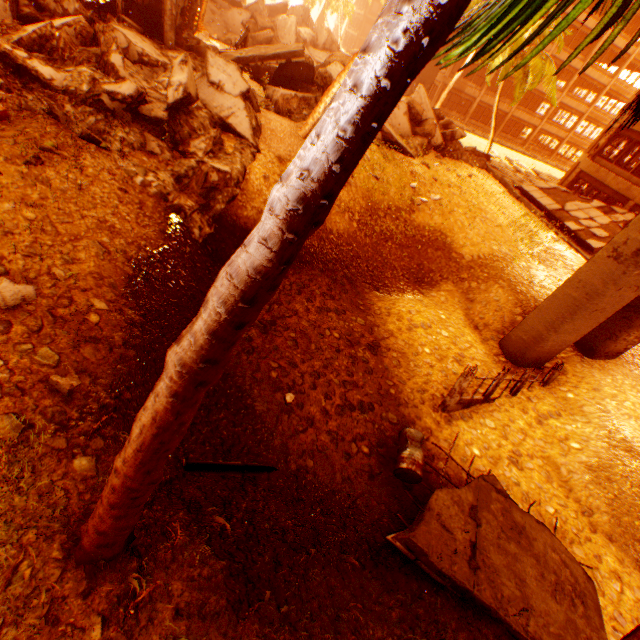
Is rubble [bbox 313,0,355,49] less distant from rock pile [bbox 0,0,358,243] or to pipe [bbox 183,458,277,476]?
rock pile [bbox 0,0,358,243]

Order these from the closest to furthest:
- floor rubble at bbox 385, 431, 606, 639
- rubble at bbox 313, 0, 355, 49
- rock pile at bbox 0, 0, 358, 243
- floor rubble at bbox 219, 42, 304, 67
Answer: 1. floor rubble at bbox 385, 431, 606, 639
2. rock pile at bbox 0, 0, 358, 243
3. floor rubble at bbox 219, 42, 304, 67
4. rubble at bbox 313, 0, 355, 49

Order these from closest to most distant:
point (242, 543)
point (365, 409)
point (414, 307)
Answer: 1. point (242, 543)
2. point (365, 409)
3. point (414, 307)

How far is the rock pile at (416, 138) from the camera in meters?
14.7

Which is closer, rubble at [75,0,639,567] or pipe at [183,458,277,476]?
rubble at [75,0,639,567]

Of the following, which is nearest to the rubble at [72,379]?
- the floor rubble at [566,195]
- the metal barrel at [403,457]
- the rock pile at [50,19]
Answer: the rock pile at [50,19]

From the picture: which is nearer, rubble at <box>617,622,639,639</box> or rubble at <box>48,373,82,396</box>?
rubble at <box>617,622,639,639</box>

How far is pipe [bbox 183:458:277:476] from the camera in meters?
5.1
